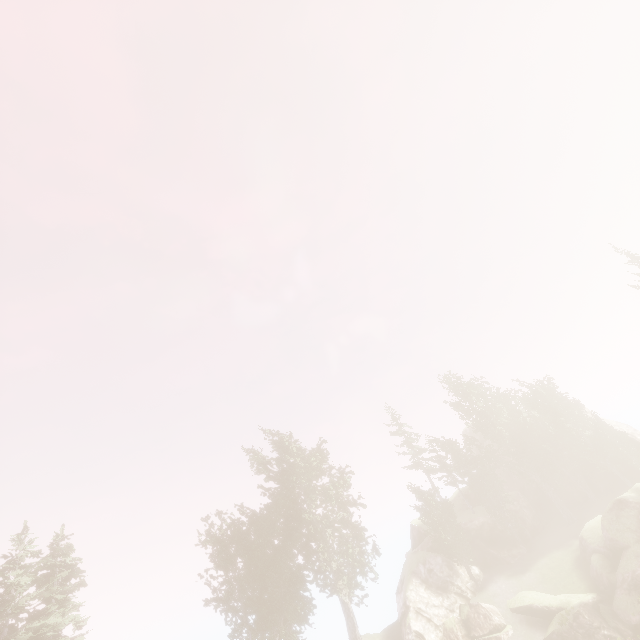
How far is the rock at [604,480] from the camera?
38.6m

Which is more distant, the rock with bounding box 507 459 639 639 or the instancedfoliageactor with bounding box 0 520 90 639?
the instancedfoliageactor with bounding box 0 520 90 639

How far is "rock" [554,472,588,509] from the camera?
39.1m

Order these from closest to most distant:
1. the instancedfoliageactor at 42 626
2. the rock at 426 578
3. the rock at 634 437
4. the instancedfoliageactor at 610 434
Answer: the instancedfoliageactor at 42 626 < the rock at 426 578 < the instancedfoliageactor at 610 434 < the rock at 634 437

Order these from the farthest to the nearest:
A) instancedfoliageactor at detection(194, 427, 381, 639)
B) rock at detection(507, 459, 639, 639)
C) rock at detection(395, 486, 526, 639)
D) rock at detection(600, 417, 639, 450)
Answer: rock at detection(600, 417, 639, 450) < instancedfoliageactor at detection(194, 427, 381, 639) < rock at detection(395, 486, 526, 639) < rock at detection(507, 459, 639, 639)

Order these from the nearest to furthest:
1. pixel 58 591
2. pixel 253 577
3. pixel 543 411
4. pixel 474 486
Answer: Result:
1. pixel 58 591
2. pixel 253 577
3. pixel 474 486
4. pixel 543 411
